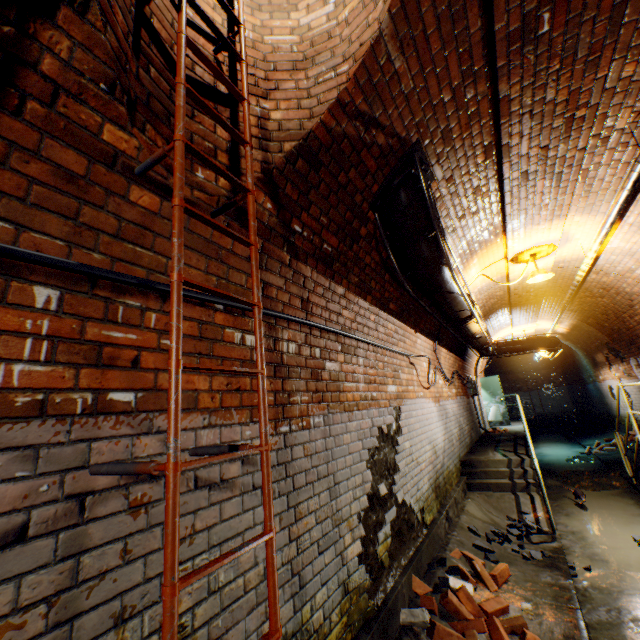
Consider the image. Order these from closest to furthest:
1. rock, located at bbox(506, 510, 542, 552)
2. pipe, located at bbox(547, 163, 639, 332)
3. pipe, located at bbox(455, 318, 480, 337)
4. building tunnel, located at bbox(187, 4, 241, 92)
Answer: building tunnel, located at bbox(187, 4, 241, 92)
pipe, located at bbox(547, 163, 639, 332)
rock, located at bbox(506, 510, 542, 552)
pipe, located at bbox(455, 318, 480, 337)

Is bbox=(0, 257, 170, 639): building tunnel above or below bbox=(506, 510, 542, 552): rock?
above

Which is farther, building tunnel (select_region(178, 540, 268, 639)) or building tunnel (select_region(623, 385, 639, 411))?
building tunnel (select_region(623, 385, 639, 411))

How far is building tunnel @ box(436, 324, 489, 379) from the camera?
7.32m

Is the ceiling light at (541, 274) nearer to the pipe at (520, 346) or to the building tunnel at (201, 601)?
the building tunnel at (201, 601)

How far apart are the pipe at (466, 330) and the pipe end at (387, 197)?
2.8 meters

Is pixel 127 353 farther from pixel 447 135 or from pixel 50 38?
pixel 447 135
